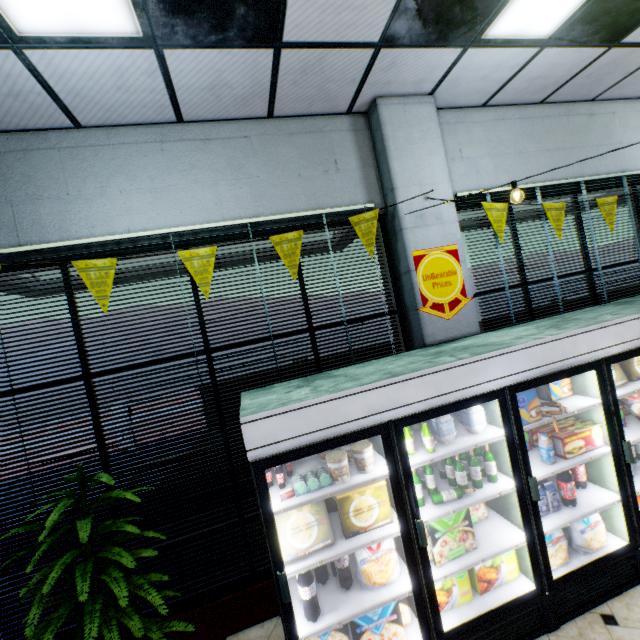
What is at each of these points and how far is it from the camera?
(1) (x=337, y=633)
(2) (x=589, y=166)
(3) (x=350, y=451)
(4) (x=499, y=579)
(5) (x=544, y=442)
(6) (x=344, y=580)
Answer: (1) boxed frozen food, 2.6m
(2) building, 4.3m
(3) ice cream, 2.6m
(4) boxed frozen food, 2.7m
(5) milk bottle, 2.8m
(6) soda bottle, 2.5m

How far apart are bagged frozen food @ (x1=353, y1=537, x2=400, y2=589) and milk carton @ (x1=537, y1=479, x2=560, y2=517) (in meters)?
1.23

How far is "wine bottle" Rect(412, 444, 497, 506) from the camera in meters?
2.6

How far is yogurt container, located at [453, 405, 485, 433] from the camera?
2.66m

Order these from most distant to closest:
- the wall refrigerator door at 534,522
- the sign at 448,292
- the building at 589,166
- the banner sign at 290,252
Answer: the building at 589,166
the sign at 448,292
the banner sign at 290,252
the wall refrigerator door at 534,522

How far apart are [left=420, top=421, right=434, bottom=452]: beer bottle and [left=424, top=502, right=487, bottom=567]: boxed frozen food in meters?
0.5 m

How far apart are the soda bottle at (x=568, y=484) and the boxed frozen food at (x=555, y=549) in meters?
0.1 m

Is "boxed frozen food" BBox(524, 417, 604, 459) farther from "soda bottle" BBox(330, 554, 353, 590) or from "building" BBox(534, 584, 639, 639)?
"soda bottle" BBox(330, 554, 353, 590)
